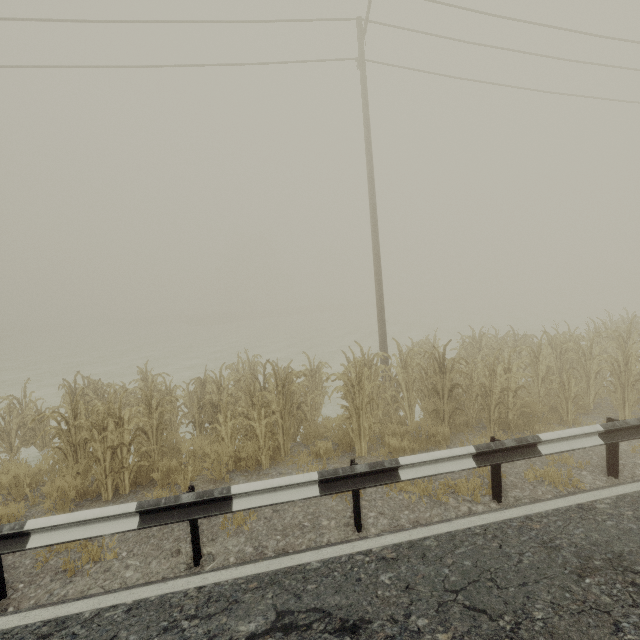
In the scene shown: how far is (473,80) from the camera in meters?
12.8 m

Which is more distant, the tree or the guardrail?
the tree

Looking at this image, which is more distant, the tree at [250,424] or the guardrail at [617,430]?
the tree at [250,424]
